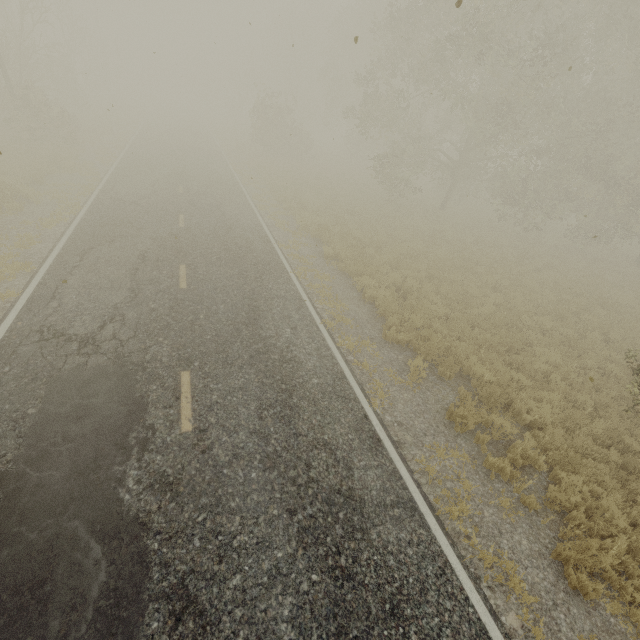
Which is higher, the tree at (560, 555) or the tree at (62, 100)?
the tree at (62, 100)

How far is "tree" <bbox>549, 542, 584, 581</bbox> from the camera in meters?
4.9

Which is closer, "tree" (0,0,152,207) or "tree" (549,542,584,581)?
"tree" (549,542,584,581)

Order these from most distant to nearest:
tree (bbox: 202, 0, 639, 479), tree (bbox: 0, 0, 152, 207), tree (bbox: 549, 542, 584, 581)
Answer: tree (bbox: 0, 0, 152, 207), tree (bbox: 202, 0, 639, 479), tree (bbox: 549, 542, 584, 581)

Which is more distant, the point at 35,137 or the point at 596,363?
the point at 35,137

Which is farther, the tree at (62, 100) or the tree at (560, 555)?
the tree at (62, 100)

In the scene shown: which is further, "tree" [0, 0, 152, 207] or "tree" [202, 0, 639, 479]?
"tree" [0, 0, 152, 207]
